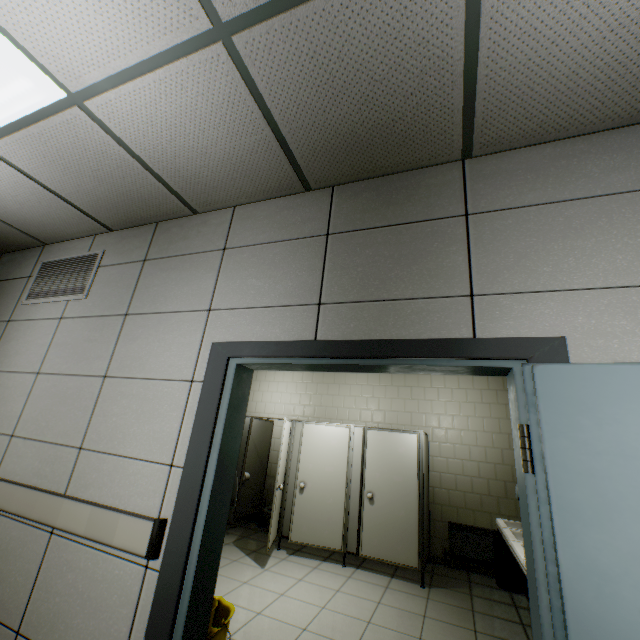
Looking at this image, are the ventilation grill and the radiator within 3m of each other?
no

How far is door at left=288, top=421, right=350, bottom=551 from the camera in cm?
484

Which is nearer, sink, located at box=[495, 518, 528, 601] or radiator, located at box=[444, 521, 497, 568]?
sink, located at box=[495, 518, 528, 601]

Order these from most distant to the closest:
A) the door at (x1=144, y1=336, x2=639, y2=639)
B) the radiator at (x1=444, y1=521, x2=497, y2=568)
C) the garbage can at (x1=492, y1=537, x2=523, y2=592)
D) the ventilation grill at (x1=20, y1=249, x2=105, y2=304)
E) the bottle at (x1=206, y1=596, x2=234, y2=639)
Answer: the radiator at (x1=444, y1=521, x2=497, y2=568)
the garbage can at (x1=492, y1=537, x2=523, y2=592)
the ventilation grill at (x1=20, y1=249, x2=105, y2=304)
the bottle at (x1=206, y1=596, x2=234, y2=639)
the door at (x1=144, y1=336, x2=639, y2=639)

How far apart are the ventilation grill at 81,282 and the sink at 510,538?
4.0 meters

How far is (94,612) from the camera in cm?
170

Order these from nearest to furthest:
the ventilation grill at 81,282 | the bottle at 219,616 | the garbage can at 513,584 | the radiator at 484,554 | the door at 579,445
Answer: the door at 579,445
the bottle at 219,616
the ventilation grill at 81,282
the garbage can at 513,584
the radiator at 484,554

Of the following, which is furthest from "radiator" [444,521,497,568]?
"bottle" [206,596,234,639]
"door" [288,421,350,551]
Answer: "bottle" [206,596,234,639]
